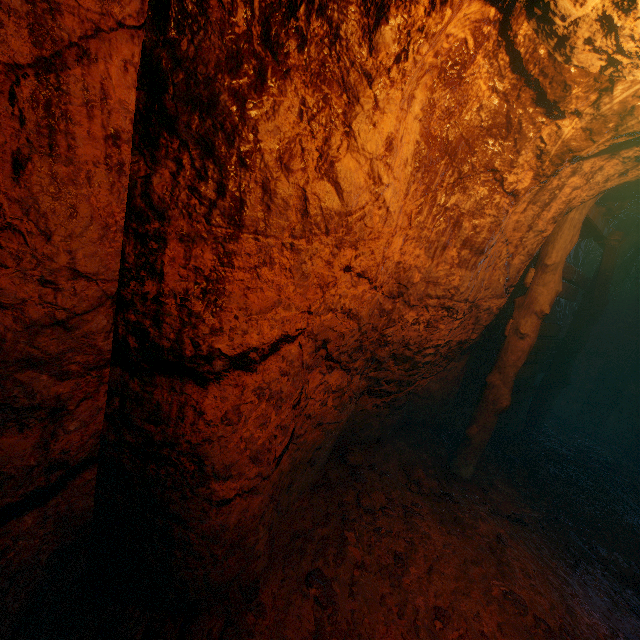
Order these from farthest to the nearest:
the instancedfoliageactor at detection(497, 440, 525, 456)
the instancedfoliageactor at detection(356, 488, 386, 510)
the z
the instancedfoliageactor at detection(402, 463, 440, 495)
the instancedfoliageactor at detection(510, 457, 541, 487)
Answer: the instancedfoliageactor at detection(497, 440, 525, 456) → the instancedfoliageactor at detection(510, 457, 541, 487) → the instancedfoliageactor at detection(402, 463, 440, 495) → the instancedfoliageactor at detection(356, 488, 386, 510) → the z

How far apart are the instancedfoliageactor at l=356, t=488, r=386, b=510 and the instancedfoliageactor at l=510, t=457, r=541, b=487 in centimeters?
265cm

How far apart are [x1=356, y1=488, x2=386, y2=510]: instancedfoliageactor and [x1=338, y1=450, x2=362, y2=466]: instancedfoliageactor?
0.5 meters

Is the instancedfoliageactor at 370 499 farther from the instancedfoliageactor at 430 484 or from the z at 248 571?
the instancedfoliageactor at 430 484

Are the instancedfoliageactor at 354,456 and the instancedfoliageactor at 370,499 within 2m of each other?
yes

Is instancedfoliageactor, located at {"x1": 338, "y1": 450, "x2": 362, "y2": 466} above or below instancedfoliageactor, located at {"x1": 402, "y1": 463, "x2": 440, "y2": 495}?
above

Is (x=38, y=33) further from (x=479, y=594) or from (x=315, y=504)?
(x=479, y=594)

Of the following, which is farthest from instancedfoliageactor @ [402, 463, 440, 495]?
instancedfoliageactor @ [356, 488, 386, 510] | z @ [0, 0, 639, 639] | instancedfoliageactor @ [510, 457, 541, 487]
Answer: instancedfoliageactor @ [510, 457, 541, 487]
